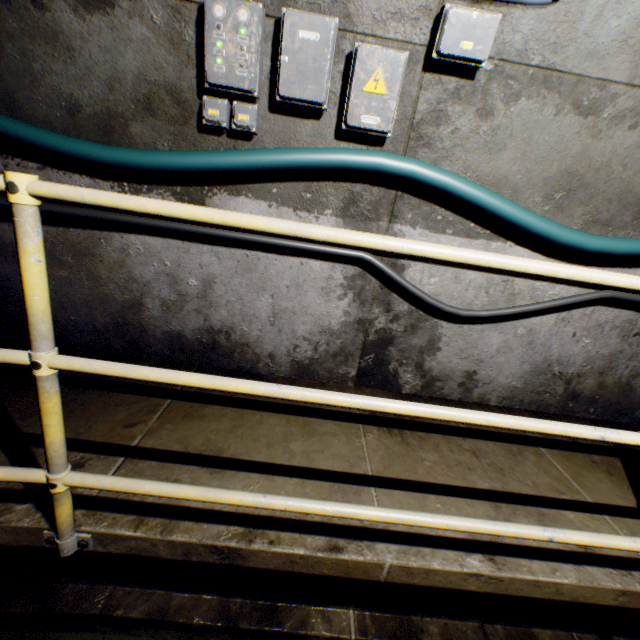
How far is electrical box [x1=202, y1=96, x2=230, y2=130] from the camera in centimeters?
185cm

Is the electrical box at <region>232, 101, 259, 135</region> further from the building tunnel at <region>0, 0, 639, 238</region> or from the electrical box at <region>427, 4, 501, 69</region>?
the electrical box at <region>427, 4, 501, 69</region>

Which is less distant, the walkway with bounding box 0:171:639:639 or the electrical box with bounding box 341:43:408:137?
the walkway with bounding box 0:171:639:639

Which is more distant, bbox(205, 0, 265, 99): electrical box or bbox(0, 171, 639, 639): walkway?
bbox(205, 0, 265, 99): electrical box

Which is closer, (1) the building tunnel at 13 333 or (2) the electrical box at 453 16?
(2) the electrical box at 453 16

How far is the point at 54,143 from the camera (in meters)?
1.85

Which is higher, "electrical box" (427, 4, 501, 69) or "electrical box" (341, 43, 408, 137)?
"electrical box" (427, 4, 501, 69)

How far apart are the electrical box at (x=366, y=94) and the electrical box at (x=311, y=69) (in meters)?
0.10
